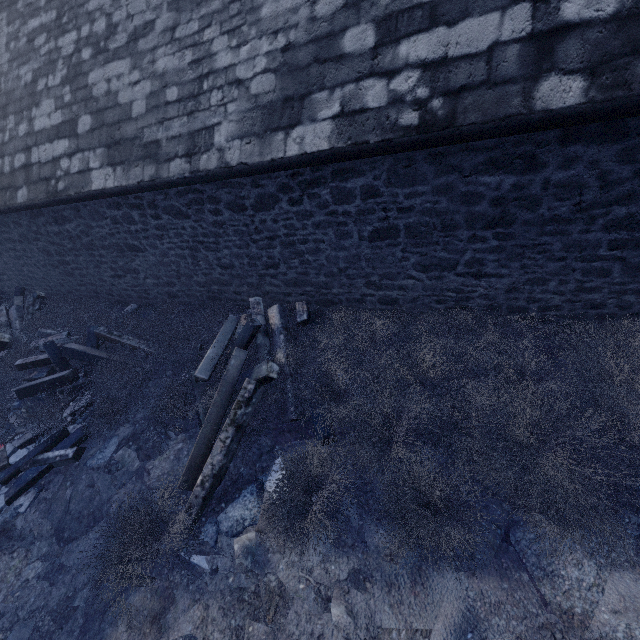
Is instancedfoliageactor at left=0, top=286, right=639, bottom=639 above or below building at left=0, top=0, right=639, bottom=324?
below

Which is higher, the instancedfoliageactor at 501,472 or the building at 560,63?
the building at 560,63

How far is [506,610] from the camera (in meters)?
2.72
